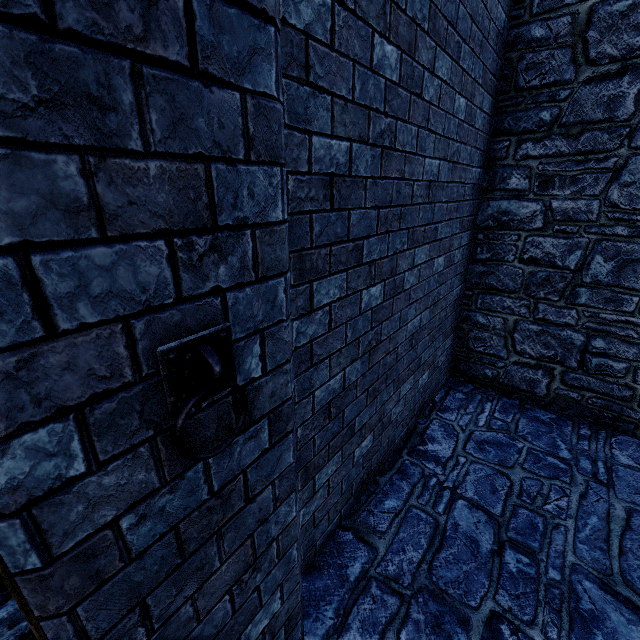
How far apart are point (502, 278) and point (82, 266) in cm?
489

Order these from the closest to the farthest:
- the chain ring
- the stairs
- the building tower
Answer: the chain ring
the stairs
the building tower

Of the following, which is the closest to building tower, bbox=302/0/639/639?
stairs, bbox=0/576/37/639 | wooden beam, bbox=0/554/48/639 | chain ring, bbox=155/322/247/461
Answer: stairs, bbox=0/576/37/639

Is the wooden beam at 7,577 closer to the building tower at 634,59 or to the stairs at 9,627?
the stairs at 9,627

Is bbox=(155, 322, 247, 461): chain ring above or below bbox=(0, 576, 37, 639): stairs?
above

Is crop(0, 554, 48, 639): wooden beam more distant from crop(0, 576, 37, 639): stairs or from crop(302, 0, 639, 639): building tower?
crop(302, 0, 639, 639): building tower

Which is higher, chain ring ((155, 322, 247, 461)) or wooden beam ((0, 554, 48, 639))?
chain ring ((155, 322, 247, 461))

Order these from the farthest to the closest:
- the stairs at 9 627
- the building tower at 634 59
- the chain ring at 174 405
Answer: the building tower at 634 59
the stairs at 9 627
the chain ring at 174 405
